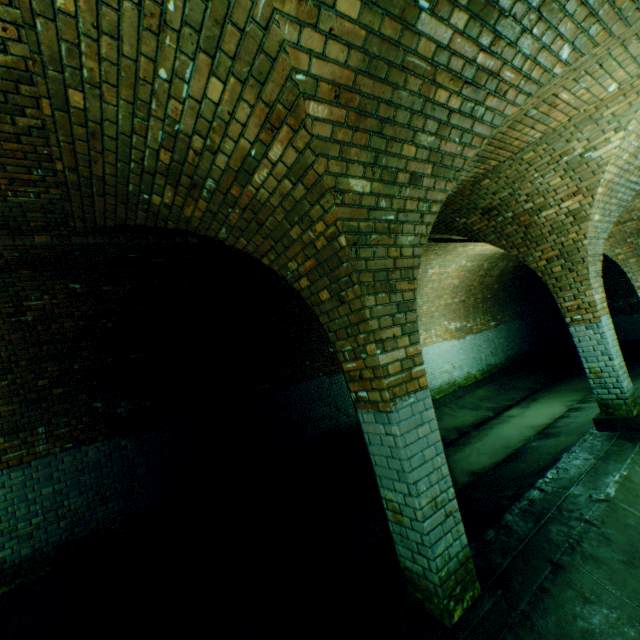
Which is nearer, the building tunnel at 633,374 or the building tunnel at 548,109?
the building tunnel at 548,109

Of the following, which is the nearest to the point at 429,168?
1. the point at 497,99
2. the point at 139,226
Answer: the point at 497,99

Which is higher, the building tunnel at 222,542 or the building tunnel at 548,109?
the building tunnel at 548,109

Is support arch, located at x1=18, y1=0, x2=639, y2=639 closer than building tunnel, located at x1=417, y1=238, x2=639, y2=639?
Yes

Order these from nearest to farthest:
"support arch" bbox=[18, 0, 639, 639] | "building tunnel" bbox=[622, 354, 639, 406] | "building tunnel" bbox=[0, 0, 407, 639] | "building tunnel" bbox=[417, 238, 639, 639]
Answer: "support arch" bbox=[18, 0, 639, 639] → "building tunnel" bbox=[417, 238, 639, 639] → "building tunnel" bbox=[0, 0, 407, 639] → "building tunnel" bbox=[622, 354, 639, 406]

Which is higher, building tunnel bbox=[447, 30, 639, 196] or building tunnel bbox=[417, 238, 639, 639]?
building tunnel bbox=[447, 30, 639, 196]

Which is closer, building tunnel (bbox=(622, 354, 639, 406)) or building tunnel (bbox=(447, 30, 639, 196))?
building tunnel (bbox=(447, 30, 639, 196))
